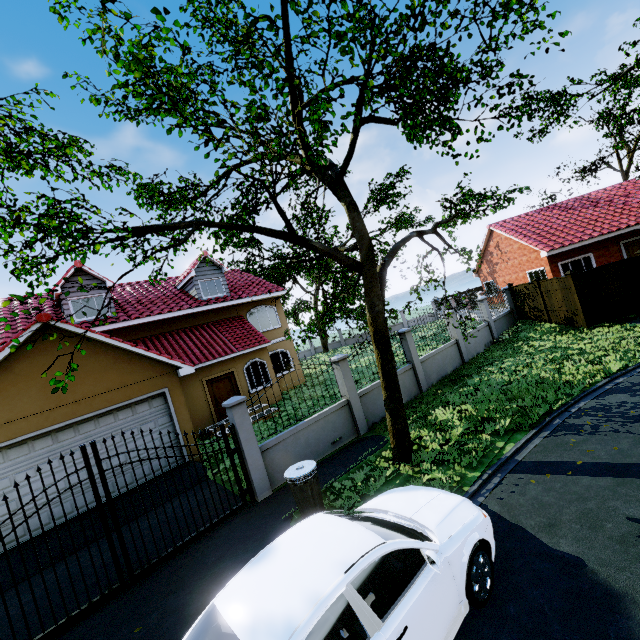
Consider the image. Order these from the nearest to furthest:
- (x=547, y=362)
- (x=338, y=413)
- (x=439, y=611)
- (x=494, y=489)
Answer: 1. (x=439, y=611)
2. (x=494, y=489)
3. (x=338, y=413)
4. (x=547, y=362)

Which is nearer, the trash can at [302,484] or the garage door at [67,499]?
the trash can at [302,484]

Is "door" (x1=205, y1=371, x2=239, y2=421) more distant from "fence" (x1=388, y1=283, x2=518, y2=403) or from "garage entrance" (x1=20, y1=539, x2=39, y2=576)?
"fence" (x1=388, y1=283, x2=518, y2=403)

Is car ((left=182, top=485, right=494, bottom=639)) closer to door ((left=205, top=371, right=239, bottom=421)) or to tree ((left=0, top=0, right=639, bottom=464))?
tree ((left=0, top=0, right=639, bottom=464))

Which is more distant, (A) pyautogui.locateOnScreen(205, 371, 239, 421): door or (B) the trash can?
(A) pyautogui.locateOnScreen(205, 371, 239, 421): door

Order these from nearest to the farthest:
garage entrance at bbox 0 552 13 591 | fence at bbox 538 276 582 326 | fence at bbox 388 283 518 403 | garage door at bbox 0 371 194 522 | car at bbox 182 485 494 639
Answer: car at bbox 182 485 494 639 → garage entrance at bbox 0 552 13 591 → garage door at bbox 0 371 194 522 → fence at bbox 388 283 518 403 → fence at bbox 538 276 582 326

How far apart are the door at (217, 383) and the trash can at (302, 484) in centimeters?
998cm

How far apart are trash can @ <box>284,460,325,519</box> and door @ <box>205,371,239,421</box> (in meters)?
9.98
